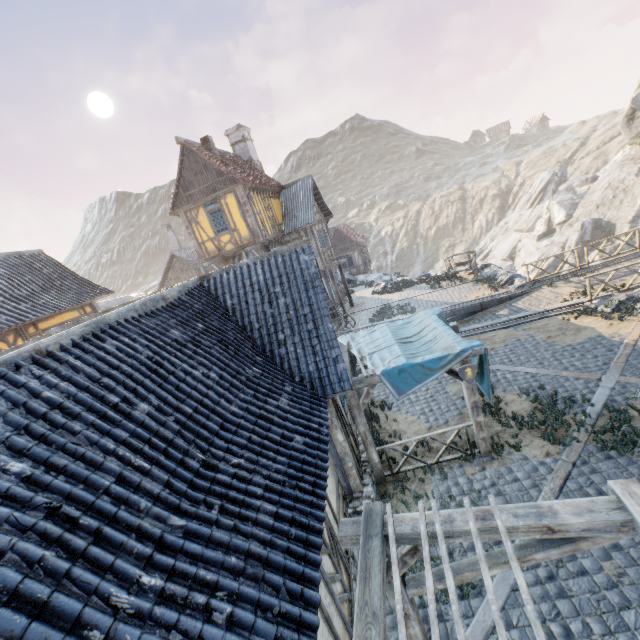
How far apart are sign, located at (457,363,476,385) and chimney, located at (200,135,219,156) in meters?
17.3 m

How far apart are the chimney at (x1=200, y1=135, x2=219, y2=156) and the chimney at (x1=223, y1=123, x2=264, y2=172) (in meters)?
4.59

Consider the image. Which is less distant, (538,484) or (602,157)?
(538,484)

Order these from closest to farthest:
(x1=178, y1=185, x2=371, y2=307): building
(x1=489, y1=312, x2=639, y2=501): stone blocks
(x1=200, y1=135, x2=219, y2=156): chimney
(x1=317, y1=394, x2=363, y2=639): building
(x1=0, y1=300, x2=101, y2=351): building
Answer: (x1=317, y1=394, x2=363, y2=639): building, (x1=489, y1=312, x2=639, y2=501): stone blocks, (x1=0, y1=300, x2=101, y2=351): building, (x1=178, y1=185, x2=371, y2=307): building, (x1=200, y1=135, x2=219, y2=156): chimney

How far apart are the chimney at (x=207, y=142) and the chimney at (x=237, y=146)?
4.6 meters

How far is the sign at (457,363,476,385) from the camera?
7.32m

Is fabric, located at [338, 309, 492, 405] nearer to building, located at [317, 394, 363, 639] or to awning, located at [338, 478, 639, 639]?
building, located at [317, 394, 363, 639]

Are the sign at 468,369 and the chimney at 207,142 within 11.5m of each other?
no
